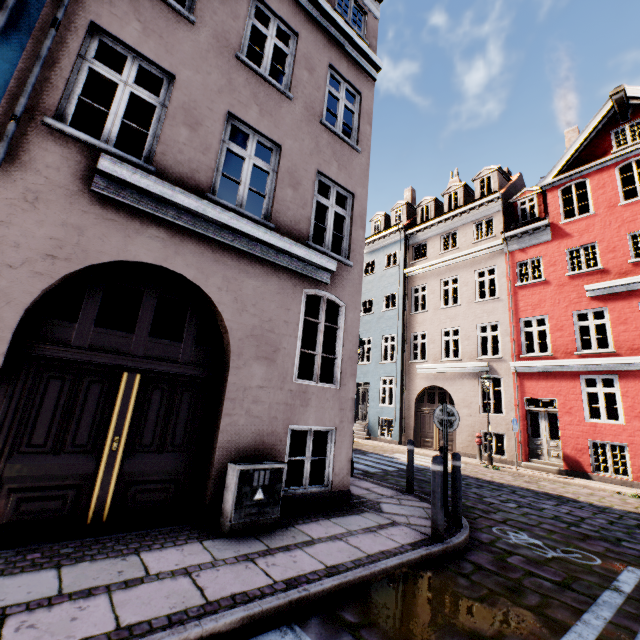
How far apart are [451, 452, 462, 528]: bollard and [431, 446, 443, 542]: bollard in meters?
0.8 m

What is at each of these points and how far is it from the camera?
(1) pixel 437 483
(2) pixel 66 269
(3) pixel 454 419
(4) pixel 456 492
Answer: (1) bollard, 4.6m
(2) building, 3.8m
(3) sign, 6.0m
(4) bollard, 5.3m

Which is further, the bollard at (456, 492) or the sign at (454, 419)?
the sign at (454, 419)

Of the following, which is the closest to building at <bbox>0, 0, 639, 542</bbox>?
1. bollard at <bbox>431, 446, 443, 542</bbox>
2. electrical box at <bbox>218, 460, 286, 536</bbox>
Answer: electrical box at <bbox>218, 460, 286, 536</bbox>

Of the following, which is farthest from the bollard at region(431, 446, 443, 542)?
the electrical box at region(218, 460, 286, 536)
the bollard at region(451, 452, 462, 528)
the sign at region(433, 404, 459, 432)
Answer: the electrical box at region(218, 460, 286, 536)

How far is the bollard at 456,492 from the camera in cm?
516

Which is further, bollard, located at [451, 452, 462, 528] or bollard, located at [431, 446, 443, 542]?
bollard, located at [451, 452, 462, 528]

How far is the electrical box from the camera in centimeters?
414cm
